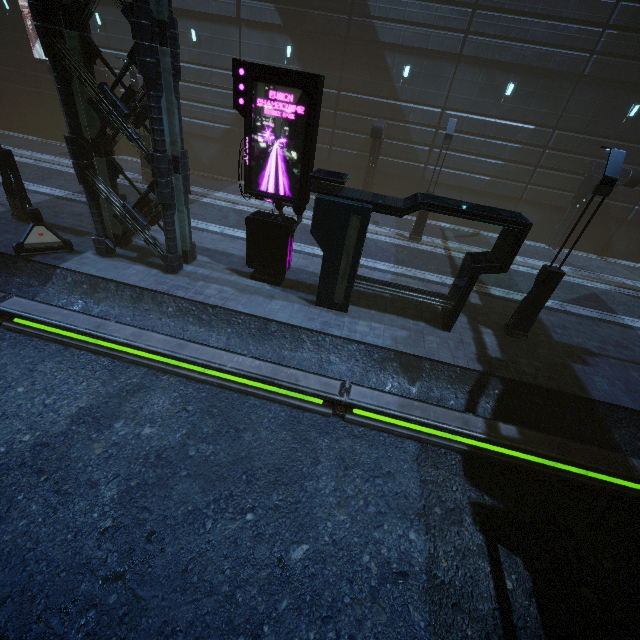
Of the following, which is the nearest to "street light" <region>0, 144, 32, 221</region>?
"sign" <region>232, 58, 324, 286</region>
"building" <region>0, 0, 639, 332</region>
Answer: "building" <region>0, 0, 639, 332</region>

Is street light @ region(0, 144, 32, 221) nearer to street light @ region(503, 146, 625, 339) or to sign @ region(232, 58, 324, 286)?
sign @ region(232, 58, 324, 286)

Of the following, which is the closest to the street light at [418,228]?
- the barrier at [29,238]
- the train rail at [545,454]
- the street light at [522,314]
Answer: the street light at [522,314]

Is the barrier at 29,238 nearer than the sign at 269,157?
A: No

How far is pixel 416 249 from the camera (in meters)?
16.23

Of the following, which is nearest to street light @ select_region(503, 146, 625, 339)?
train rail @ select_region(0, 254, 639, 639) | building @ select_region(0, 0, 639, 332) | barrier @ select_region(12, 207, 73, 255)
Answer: building @ select_region(0, 0, 639, 332)

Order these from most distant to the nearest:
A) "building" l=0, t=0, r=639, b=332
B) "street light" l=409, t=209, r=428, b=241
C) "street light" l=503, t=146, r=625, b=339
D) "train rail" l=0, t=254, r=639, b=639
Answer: "street light" l=409, t=209, r=428, b=241 → "building" l=0, t=0, r=639, b=332 → "street light" l=503, t=146, r=625, b=339 → "train rail" l=0, t=254, r=639, b=639

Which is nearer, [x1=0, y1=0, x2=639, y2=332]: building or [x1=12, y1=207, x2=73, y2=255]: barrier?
[x1=0, y1=0, x2=639, y2=332]: building
